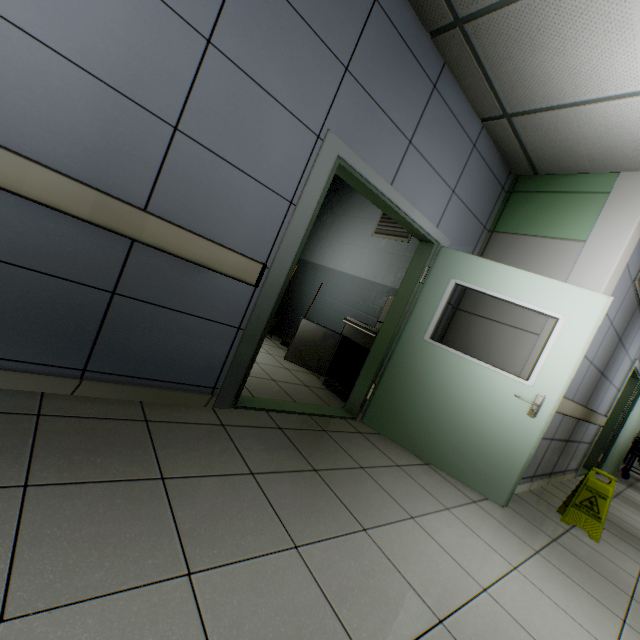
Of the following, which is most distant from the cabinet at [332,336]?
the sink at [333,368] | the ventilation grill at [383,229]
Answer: the ventilation grill at [383,229]

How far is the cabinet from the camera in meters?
4.3

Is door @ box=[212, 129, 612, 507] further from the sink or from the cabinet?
the cabinet

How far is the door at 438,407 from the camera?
2.41m

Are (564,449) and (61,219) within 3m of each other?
no

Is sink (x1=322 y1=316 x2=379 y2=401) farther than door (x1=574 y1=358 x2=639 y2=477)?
No

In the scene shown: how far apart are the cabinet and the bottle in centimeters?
26cm

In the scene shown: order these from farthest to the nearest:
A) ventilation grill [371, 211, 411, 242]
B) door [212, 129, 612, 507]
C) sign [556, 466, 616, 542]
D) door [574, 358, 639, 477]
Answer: door [574, 358, 639, 477] < ventilation grill [371, 211, 411, 242] < sign [556, 466, 616, 542] < door [212, 129, 612, 507]
